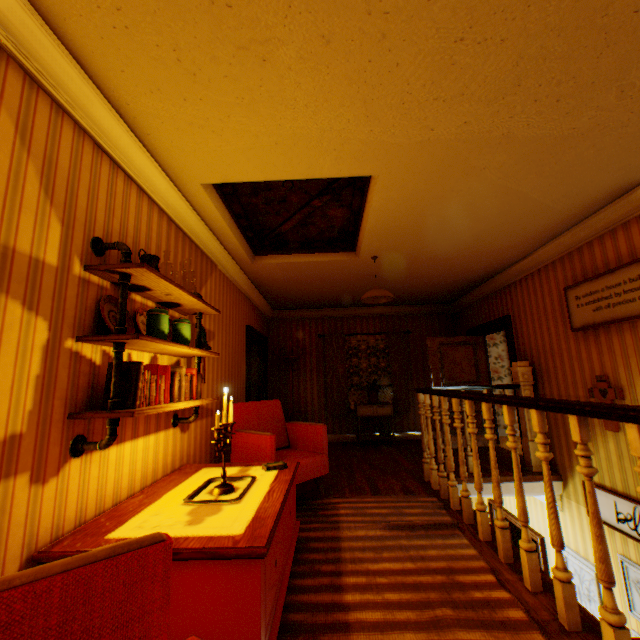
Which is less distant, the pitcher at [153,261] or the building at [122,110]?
the building at [122,110]

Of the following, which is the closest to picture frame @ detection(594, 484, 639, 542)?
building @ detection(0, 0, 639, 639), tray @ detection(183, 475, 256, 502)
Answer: building @ detection(0, 0, 639, 639)

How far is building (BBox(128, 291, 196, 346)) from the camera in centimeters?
238cm

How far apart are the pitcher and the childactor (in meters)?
5.67

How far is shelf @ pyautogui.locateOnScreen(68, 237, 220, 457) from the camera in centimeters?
181cm

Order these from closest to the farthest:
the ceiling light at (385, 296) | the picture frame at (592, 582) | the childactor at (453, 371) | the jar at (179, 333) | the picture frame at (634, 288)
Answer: the jar at (179, 333) < the picture frame at (634, 288) < the picture frame at (592, 582) < the ceiling light at (385, 296) < the childactor at (453, 371)

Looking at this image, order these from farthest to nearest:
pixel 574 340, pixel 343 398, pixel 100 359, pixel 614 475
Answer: pixel 343 398 < pixel 574 340 < pixel 614 475 < pixel 100 359

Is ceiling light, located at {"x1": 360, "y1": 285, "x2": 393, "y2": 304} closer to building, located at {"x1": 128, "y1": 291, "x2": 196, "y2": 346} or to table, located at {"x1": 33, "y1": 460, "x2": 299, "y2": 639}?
building, located at {"x1": 128, "y1": 291, "x2": 196, "y2": 346}
